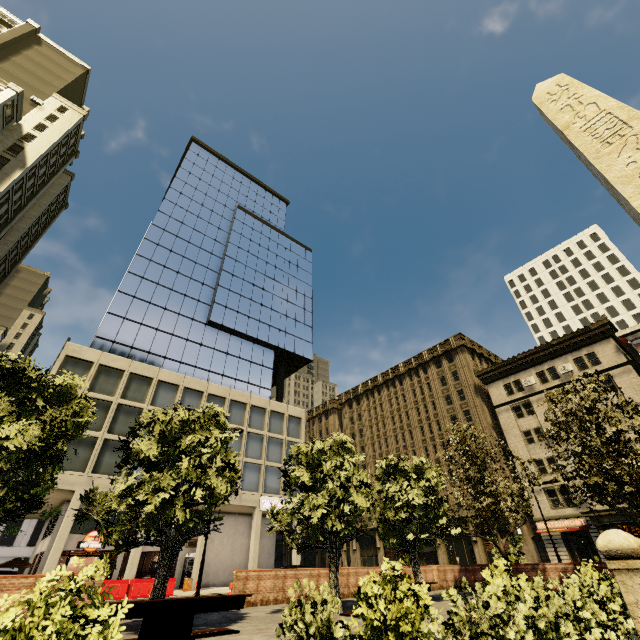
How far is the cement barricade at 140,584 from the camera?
18.7m

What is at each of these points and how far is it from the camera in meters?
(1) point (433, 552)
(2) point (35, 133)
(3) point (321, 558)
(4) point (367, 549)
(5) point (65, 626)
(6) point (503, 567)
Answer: (1) building, 41.6 m
(2) building, 41.1 m
(3) building, 54.2 m
(4) building, 48.2 m
(5) plant, 3.1 m
(6) plant, 7.9 m

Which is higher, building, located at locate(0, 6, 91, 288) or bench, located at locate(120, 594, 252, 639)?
building, located at locate(0, 6, 91, 288)

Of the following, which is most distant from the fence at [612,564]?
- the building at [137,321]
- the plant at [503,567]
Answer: the building at [137,321]

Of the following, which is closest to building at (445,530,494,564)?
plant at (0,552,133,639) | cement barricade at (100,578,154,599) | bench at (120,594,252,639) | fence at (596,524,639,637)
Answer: cement barricade at (100,578,154,599)

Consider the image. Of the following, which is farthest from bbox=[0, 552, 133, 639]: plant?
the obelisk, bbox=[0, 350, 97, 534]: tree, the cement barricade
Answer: the cement barricade

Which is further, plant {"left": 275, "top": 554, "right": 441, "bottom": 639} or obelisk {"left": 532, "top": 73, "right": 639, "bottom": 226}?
obelisk {"left": 532, "top": 73, "right": 639, "bottom": 226}

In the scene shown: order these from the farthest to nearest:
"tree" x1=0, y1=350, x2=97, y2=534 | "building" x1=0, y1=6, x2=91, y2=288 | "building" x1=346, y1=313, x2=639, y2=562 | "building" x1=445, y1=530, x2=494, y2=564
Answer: "building" x1=0, y1=6, x2=91, y2=288 → "building" x1=445, y1=530, x2=494, y2=564 → "building" x1=346, y1=313, x2=639, y2=562 → "tree" x1=0, y1=350, x2=97, y2=534
